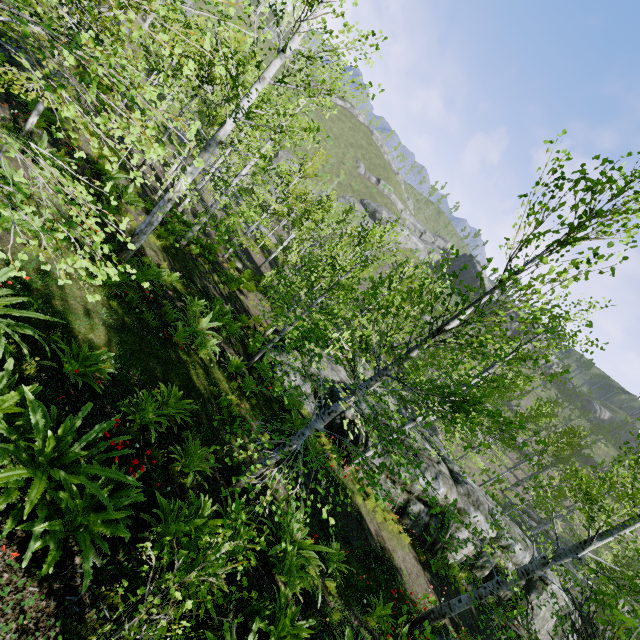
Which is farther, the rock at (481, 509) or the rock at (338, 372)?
the rock at (338, 372)

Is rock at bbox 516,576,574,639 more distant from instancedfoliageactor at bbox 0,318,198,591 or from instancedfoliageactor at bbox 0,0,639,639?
instancedfoliageactor at bbox 0,318,198,591

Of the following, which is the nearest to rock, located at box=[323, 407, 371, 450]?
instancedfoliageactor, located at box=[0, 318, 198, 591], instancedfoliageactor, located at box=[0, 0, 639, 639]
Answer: instancedfoliageactor, located at box=[0, 0, 639, 639]

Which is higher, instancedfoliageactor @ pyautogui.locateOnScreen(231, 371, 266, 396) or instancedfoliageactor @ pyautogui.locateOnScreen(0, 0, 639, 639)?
instancedfoliageactor @ pyautogui.locateOnScreen(0, 0, 639, 639)

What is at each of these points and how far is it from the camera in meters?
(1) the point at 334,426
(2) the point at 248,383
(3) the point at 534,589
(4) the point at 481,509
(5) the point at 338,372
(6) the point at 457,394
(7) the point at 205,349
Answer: (1) rock, 13.7 m
(2) instancedfoliageactor, 10.3 m
(3) rock, 14.8 m
(4) rock, 13.7 m
(5) rock, 18.5 m
(6) instancedfoliageactor, 4.7 m
(7) instancedfoliageactor, 9.8 m

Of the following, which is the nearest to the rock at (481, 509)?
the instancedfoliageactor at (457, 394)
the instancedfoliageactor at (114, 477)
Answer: the instancedfoliageactor at (457, 394)

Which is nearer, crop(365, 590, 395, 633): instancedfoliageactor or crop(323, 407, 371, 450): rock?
crop(365, 590, 395, 633): instancedfoliageactor

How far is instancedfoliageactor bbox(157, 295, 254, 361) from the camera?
9.2m
